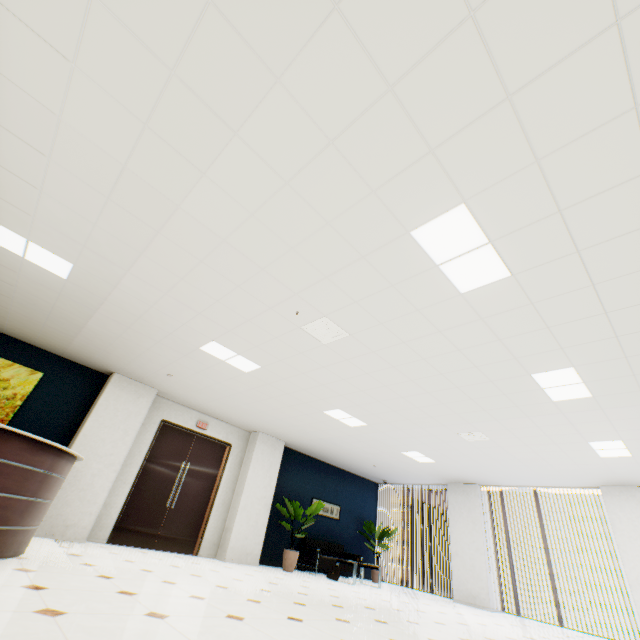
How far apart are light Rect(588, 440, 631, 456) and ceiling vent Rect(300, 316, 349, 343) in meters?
5.3 m

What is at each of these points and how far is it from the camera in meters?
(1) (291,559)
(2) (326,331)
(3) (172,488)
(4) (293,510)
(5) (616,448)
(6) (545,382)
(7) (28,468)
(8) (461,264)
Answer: (1) plant, 8.1
(2) ceiling vent, 4.3
(3) door, 7.6
(4) plant, 8.8
(5) light, 5.9
(6) light, 4.5
(7) reception desk, 3.5
(8) light, 3.0

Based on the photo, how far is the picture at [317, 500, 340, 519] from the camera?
10.3m

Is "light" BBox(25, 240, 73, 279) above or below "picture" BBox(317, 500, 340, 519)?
above

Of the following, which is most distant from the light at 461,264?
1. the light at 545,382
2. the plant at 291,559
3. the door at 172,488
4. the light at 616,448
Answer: the plant at 291,559

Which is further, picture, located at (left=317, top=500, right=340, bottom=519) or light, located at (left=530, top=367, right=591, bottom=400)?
picture, located at (left=317, top=500, right=340, bottom=519)

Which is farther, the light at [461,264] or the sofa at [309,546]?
the sofa at [309,546]

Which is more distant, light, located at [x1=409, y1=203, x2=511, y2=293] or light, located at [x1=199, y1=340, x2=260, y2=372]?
light, located at [x1=199, y1=340, x2=260, y2=372]
